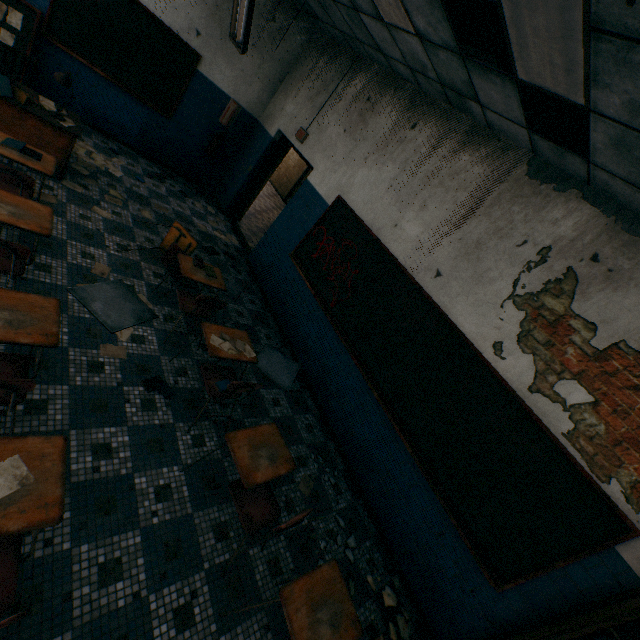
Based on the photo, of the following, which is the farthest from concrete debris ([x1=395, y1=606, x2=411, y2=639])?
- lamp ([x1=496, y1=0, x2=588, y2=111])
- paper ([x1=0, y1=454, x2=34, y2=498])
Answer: lamp ([x1=496, y1=0, x2=588, y2=111])

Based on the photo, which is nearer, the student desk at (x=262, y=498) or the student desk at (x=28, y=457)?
the student desk at (x=28, y=457)

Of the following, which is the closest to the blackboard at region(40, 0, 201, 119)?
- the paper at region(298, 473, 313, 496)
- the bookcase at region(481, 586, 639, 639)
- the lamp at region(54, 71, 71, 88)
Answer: the lamp at region(54, 71, 71, 88)

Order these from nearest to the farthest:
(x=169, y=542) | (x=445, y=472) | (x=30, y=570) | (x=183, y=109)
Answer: (x=30, y=570), (x=169, y=542), (x=445, y=472), (x=183, y=109)

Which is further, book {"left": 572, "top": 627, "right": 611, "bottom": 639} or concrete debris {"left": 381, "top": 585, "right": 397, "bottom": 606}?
concrete debris {"left": 381, "top": 585, "right": 397, "bottom": 606}

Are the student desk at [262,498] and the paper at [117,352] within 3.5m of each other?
yes

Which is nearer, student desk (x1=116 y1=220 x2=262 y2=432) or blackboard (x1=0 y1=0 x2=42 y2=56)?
student desk (x1=116 y1=220 x2=262 y2=432)

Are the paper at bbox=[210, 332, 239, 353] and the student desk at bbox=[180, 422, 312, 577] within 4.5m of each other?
yes
